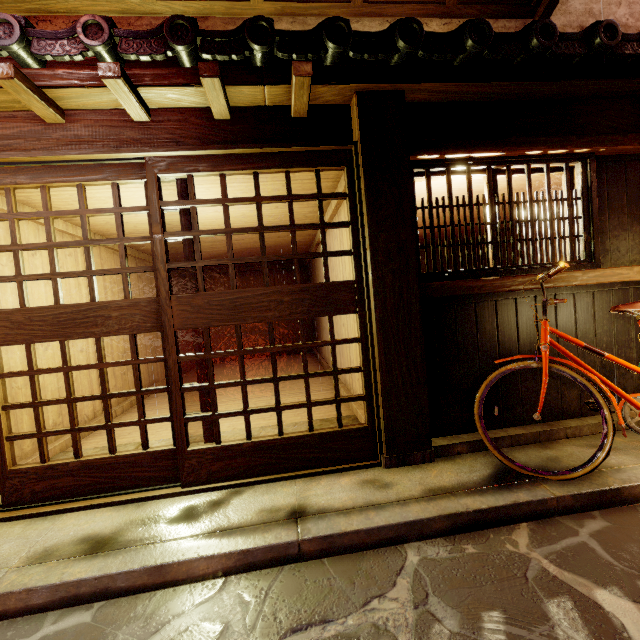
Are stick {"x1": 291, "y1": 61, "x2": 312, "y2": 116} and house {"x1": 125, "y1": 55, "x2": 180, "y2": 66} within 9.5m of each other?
yes

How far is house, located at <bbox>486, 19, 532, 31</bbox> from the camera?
7.18m

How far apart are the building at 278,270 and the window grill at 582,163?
14.0m

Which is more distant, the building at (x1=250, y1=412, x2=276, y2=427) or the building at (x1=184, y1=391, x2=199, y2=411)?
the building at (x1=184, y1=391, x2=199, y2=411)

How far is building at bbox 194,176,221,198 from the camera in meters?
6.3

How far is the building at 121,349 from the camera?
9.6m

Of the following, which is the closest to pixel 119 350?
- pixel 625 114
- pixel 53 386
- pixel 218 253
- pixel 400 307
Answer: pixel 53 386

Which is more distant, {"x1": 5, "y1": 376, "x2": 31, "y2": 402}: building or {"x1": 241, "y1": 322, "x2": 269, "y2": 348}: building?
{"x1": 241, "y1": 322, "x2": 269, "y2": 348}: building
